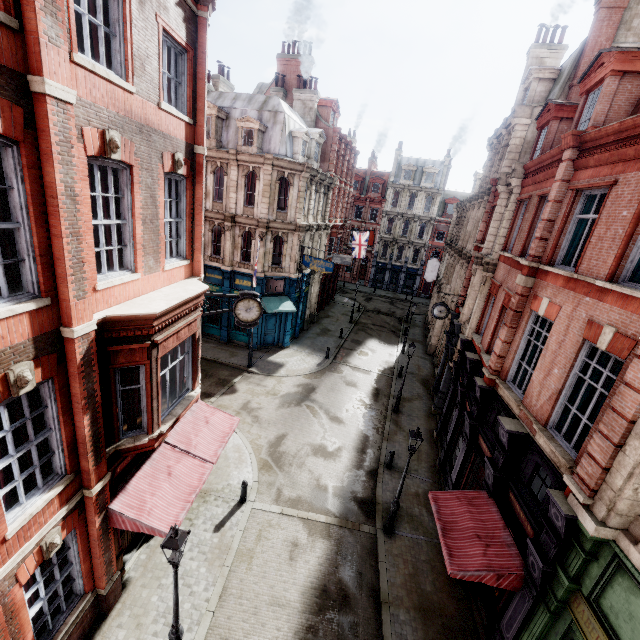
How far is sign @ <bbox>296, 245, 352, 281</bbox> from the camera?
22.7 meters

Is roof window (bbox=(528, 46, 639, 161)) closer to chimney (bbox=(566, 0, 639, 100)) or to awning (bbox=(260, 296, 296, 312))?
chimney (bbox=(566, 0, 639, 100))

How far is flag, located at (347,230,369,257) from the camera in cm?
3712

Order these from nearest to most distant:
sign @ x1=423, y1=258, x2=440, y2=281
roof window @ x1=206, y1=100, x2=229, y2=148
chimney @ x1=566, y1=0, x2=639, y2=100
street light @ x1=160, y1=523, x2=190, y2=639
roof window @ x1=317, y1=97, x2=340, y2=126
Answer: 1. street light @ x1=160, y1=523, x2=190, y2=639
2. chimney @ x1=566, y1=0, x2=639, y2=100
3. roof window @ x1=206, y1=100, x2=229, y2=148
4. roof window @ x1=317, y1=97, x2=340, y2=126
5. sign @ x1=423, y1=258, x2=440, y2=281

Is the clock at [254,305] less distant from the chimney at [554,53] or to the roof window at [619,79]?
the roof window at [619,79]

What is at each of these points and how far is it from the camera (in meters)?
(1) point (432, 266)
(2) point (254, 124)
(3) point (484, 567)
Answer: (1) sign, 32.53
(2) roof window, 21.42
(3) awning, 8.04

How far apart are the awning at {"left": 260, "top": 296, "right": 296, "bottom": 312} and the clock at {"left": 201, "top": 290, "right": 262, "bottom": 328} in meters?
10.7 m

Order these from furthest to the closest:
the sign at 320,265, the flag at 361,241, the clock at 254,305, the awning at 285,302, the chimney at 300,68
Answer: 1. the flag at 361,241
2. the chimney at 300,68
3. the awning at 285,302
4. the sign at 320,265
5. the clock at 254,305
